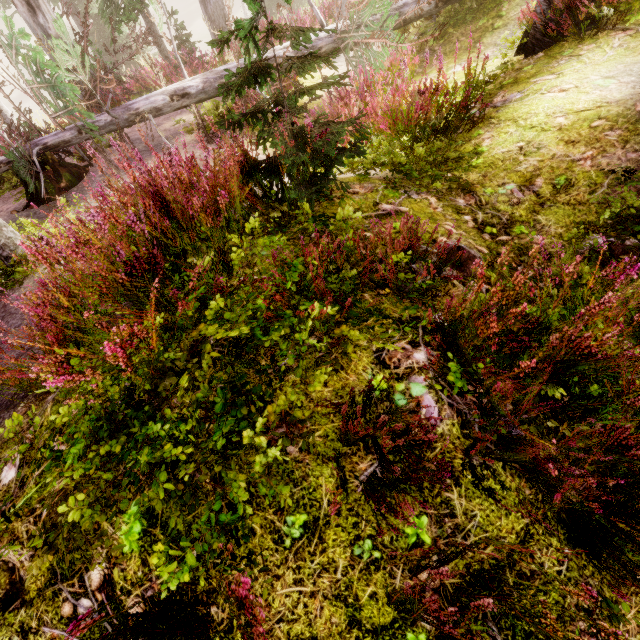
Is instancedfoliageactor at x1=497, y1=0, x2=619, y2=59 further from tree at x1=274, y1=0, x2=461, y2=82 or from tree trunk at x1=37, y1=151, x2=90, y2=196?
tree trunk at x1=37, y1=151, x2=90, y2=196

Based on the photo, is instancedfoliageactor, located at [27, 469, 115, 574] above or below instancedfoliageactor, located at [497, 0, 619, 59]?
above

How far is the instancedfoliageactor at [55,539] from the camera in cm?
136

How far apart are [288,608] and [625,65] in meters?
6.8

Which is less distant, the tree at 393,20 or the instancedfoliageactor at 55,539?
the instancedfoliageactor at 55,539

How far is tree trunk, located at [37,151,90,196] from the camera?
6.17m

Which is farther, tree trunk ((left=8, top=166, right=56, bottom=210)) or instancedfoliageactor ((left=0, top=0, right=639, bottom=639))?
tree trunk ((left=8, top=166, right=56, bottom=210))
